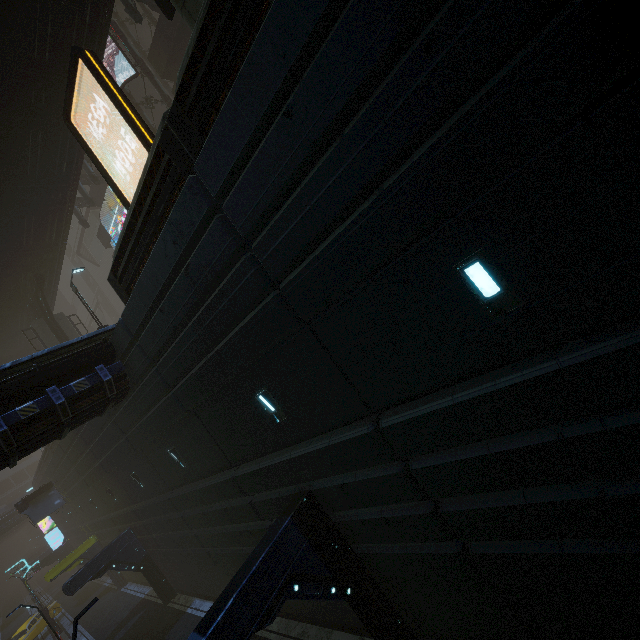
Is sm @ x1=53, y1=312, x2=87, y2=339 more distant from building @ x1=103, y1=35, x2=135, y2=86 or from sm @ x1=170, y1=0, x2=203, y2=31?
sm @ x1=170, y1=0, x2=203, y2=31

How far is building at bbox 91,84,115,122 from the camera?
24.61m

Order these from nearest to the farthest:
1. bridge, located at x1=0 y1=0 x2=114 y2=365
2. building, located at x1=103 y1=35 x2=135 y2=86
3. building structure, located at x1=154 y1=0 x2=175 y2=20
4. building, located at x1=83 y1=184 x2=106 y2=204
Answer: building structure, located at x1=154 y1=0 x2=175 y2=20
bridge, located at x1=0 y1=0 x2=114 y2=365
building, located at x1=103 y1=35 x2=135 y2=86
building, located at x1=83 y1=184 x2=106 y2=204

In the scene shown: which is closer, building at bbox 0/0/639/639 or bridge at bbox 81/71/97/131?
building at bbox 0/0/639/639

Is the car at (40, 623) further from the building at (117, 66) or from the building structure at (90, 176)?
the building structure at (90, 176)

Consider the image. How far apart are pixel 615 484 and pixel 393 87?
5.9m

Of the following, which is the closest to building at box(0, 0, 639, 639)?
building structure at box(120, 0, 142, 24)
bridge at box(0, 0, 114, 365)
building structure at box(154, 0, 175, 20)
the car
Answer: building structure at box(120, 0, 142, 24)

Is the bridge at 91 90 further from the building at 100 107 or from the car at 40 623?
the car at 40 623
